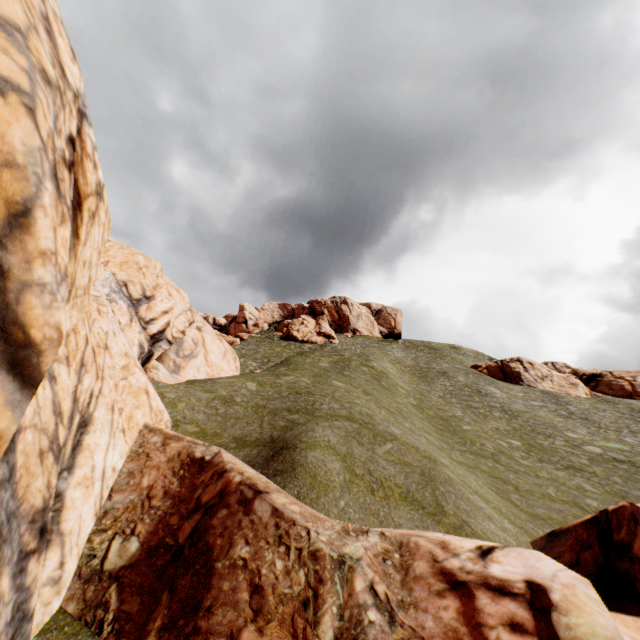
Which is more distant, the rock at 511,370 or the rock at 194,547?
the rock at 511,370

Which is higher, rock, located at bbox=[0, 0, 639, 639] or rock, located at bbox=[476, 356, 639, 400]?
rock, located at bbox=[476, 356, 639, 400]

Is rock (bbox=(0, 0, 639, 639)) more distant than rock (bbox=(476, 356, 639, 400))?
No

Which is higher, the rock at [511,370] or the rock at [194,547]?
the rock at [511,370]

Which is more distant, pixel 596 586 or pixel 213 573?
pixel 596 586
